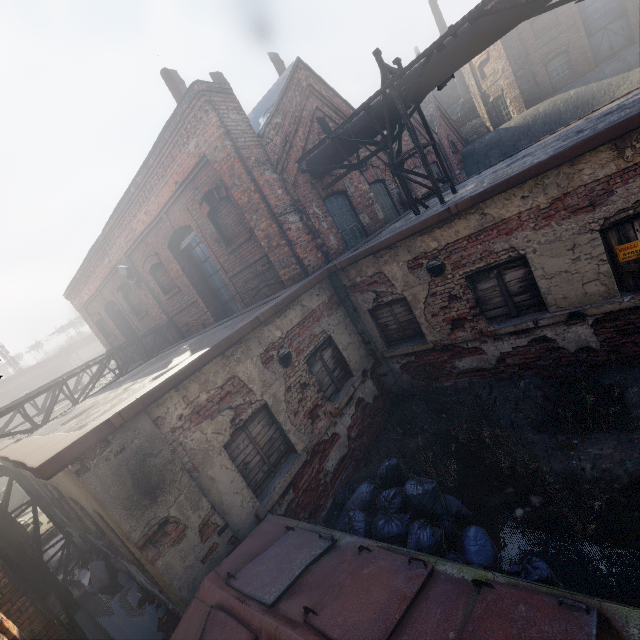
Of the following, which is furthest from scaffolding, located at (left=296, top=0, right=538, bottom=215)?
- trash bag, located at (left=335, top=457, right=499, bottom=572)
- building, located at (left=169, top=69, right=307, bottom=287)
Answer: trash bag, located at (left=335, top=457, right=499, bottom=572)

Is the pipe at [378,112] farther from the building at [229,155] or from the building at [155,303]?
the building at [155,303]

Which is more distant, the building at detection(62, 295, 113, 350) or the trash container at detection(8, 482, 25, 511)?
the trash container at detection(8, 482, 25, 511)

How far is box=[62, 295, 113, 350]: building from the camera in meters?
15.4

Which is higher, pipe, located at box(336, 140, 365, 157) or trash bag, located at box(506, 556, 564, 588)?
pipe, located at box(336, 140, 365, 157)

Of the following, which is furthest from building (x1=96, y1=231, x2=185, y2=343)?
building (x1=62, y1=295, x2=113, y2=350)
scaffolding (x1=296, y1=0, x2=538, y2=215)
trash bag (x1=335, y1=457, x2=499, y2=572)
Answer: trash bag (x1=335, y1=457, x2=499, y2=572)

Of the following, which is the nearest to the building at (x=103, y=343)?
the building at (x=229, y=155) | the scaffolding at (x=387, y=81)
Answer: the scaffolding at (x=387, y=81)

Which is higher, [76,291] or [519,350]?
[76,291]
